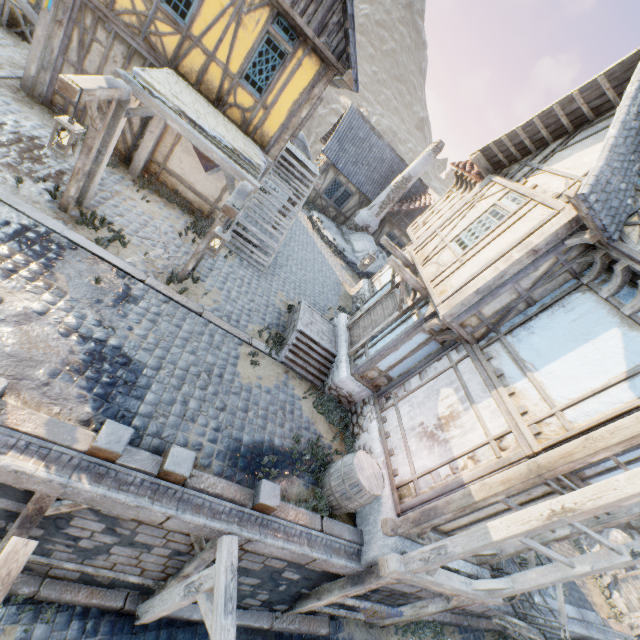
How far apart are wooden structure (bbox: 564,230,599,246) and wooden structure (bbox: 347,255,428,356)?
2.81m

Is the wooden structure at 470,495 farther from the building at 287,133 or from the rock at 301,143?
the rock at 301,143

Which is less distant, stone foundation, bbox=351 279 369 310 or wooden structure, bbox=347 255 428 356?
wooden structure, bbox=347 255 428 356

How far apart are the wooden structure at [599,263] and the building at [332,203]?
16.8m

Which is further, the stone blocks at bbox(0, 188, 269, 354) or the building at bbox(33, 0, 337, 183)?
the building at bbox(33, 0, 337, 183)

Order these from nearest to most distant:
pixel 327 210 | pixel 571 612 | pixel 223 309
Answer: pixel 223 309, pixel 571 612, pixel 327 210

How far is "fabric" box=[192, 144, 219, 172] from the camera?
9.4m

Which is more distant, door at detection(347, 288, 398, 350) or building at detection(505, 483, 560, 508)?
door at detection(347, 288, 398, 350)
